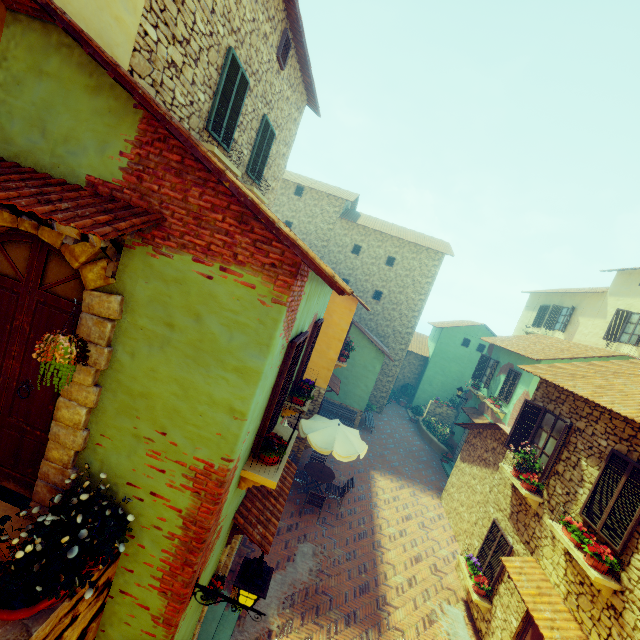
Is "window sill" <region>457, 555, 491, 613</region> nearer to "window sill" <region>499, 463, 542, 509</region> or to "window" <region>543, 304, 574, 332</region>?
"window sill" <region>499, 463, 542, 509</region>

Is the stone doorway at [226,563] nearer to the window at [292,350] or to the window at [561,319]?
the window at [292,350]

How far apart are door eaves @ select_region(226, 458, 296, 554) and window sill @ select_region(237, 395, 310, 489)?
0.9m

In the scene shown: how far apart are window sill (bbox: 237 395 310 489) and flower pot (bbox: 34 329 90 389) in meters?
2.3 m

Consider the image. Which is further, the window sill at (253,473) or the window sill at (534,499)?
the window sill at (534,499)

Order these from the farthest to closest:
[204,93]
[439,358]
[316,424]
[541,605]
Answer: [439,358], [316,424], [541,605], [204,93]

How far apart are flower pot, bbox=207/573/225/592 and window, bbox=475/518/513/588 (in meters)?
7.95

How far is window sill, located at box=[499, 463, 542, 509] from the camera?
8.42m
